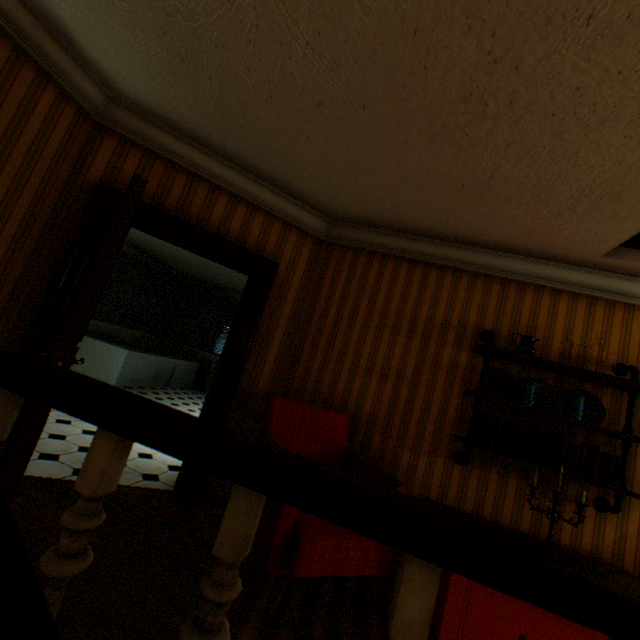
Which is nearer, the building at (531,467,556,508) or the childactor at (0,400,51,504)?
the childactor at (0,400,51,504)

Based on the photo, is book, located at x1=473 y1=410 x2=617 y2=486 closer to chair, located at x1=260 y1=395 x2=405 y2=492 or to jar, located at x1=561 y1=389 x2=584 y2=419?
jar, located at x1=561 y1=389 x2=584 y2=419

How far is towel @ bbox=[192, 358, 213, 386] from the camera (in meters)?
9.45

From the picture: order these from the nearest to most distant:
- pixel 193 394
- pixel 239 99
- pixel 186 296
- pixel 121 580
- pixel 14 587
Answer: pixel 14 587
pixel 121 580
pixel 239 99
pixel 193 394
pixel 186 296

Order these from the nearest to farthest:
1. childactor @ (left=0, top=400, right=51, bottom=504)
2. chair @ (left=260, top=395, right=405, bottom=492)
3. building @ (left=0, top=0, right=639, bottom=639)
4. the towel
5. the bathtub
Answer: building @ (left=0, top=0, right=639, bottom=639)
childactor @ (left=0, top=400, right=51, bottom=504)
chair @ (left=260, top=395, right=405, bottom=492)
the bathtub
the towel

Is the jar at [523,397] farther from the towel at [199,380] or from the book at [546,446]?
the towel at [199,380]

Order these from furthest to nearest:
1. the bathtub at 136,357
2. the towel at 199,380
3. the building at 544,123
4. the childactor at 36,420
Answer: the towel at 199,380, the bathtub at 136,357, the childactor at 36,420, the building at 544,123

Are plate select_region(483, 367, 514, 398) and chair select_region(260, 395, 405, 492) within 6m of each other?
yes
